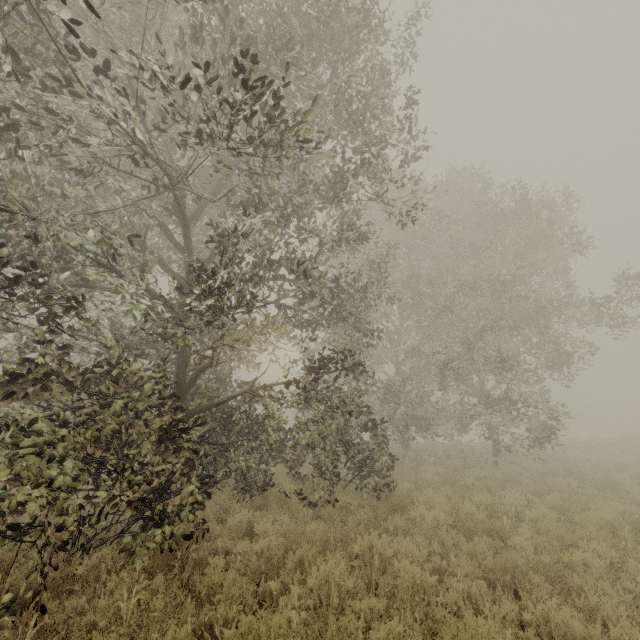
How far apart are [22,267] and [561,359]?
18.0 meters
